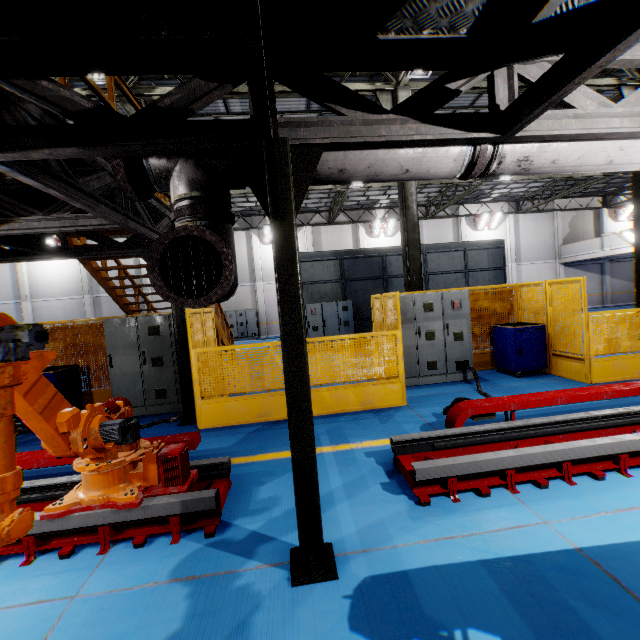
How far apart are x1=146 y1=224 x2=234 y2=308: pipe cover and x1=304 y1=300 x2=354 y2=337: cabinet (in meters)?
11.63

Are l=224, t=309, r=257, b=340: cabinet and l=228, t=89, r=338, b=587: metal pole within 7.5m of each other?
no

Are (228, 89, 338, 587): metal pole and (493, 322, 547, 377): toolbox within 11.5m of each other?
yes

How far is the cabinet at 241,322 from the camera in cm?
Result: 2314

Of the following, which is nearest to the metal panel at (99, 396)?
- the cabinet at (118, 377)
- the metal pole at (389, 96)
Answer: the cabinet at (118, 377)

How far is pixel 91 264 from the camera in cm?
734

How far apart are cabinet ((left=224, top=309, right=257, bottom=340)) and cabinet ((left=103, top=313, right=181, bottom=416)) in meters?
15.6 m

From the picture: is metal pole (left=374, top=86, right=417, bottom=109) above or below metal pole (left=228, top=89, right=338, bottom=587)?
above
